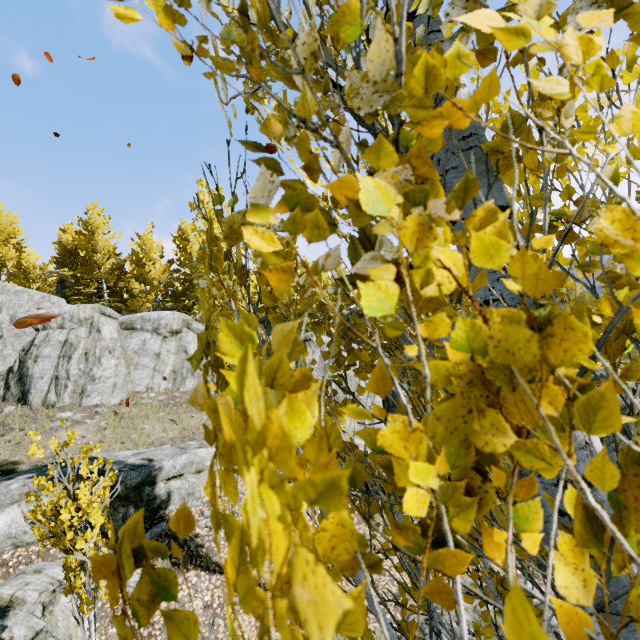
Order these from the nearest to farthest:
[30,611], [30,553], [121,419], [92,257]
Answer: [30,611], [30,553], [121,419], [92,257]

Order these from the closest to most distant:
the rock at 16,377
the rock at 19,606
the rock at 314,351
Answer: the rock at 19,606, the rock at 16,377, the rock at 314,351

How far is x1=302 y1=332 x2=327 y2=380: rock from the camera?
16.9m

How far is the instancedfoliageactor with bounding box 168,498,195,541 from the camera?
0.4 meters

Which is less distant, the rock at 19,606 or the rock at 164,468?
the rock at 19,606

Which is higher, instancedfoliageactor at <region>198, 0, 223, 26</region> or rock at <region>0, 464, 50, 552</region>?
instancedfoliageactor at <region>198, 0, 223, 26</region>

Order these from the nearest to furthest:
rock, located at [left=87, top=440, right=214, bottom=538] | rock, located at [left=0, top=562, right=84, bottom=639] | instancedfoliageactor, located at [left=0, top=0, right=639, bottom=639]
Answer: instancedfoliageactor, located at [left=0, top=0, right=639, bottom=639] → rock, located at [left=0, top=562, right=84, bottom=639] → rock, located at [left=87, top=440, right=214, bottom=538]
